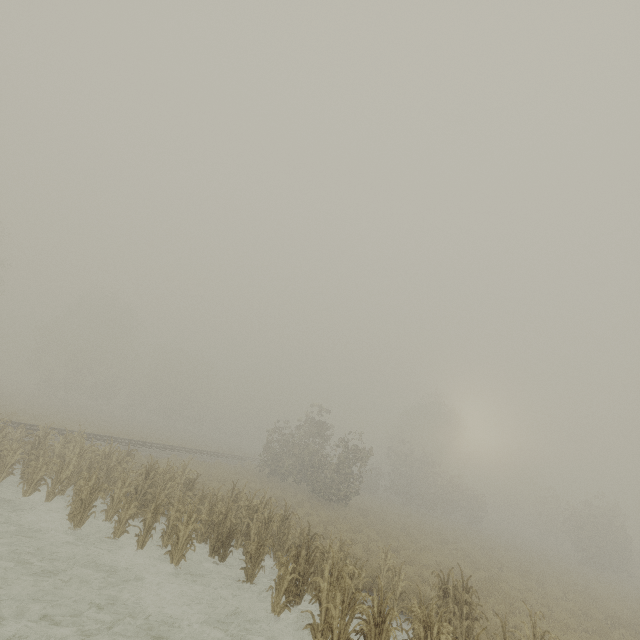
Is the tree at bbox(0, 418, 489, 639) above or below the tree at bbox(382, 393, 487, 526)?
below

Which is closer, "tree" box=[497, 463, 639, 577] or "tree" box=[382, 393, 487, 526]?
"tree" box=[497, 463, 639, 577]

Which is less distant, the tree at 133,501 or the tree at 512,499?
the tree at 133,501

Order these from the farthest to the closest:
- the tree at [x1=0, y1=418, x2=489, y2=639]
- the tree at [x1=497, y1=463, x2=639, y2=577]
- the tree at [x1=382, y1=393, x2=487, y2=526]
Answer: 1. the tree at [x1=382, y1=393, x2=487, y2=526]
2. the tree at [x1=497, y1=463, x2=639, y2=577]
3. the tree at [x1=0, y1=418, x2=489, y2=639]

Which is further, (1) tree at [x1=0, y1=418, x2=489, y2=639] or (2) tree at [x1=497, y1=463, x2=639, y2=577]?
(2) tree at [x1=497, y1=463, x2=639, y2=577]

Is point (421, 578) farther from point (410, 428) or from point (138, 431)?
point (410, 428)
